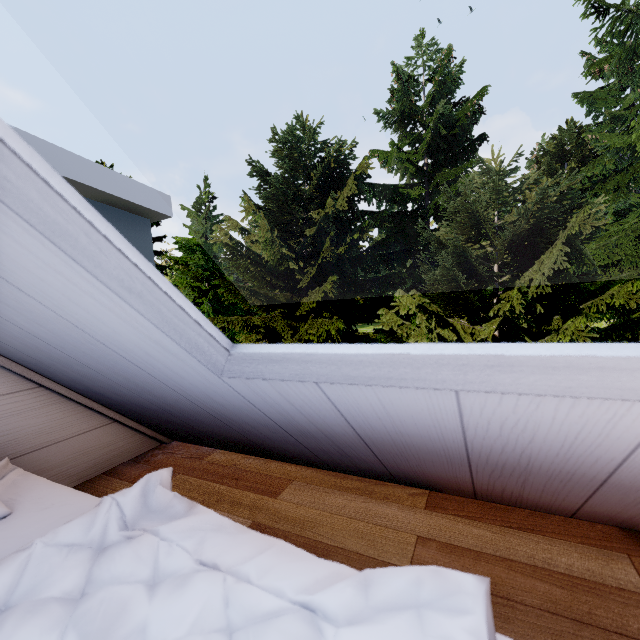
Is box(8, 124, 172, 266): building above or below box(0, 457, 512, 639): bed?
above

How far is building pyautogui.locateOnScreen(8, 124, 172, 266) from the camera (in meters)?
1.12

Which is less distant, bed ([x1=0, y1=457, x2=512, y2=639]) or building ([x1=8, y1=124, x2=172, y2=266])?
bed ([x1=0, y1=457, x2=512, y2=639])

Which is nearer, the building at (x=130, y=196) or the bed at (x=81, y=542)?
the bed at (x=81, y=542)

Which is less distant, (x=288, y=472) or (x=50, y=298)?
(x=50, y=298)

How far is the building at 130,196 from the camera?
1.1m
